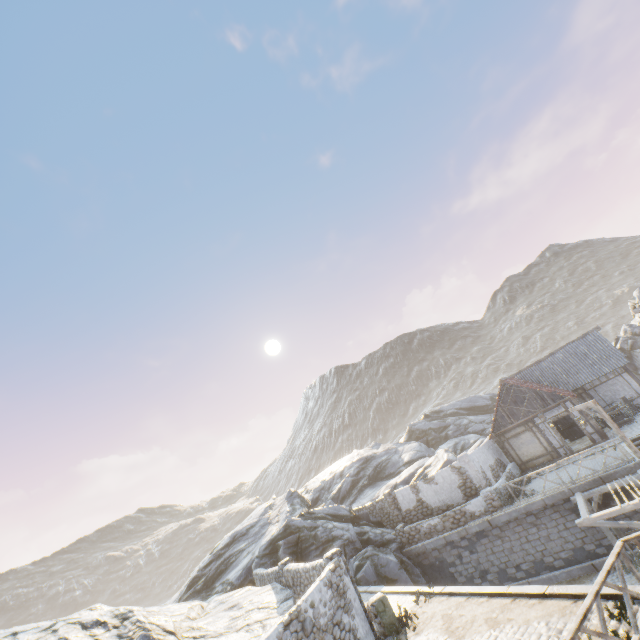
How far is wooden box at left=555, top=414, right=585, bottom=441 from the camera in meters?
23.9

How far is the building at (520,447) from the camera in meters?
21.5 m

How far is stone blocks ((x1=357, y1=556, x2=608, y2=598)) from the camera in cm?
904

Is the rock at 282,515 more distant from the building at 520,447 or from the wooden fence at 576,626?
the wooden fence at 576,626

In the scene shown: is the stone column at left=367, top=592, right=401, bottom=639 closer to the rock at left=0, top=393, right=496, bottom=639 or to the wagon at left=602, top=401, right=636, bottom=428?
the rock at left=0, top=393, right=496, bottom=639

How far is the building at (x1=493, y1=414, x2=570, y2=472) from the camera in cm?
2145

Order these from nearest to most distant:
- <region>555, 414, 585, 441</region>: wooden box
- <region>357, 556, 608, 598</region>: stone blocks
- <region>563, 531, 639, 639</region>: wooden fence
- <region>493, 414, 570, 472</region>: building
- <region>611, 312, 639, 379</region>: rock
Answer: <region>563, 531, 639, 639</region>: wooden fence, <region>357, 556, 608, 598</region>: stone blocks, <region>493, 414, 570, 472</region>: building, <region>555, 414, 585, 441</region>: wooden box, <region>611, 312, 639, 379</region>: rock

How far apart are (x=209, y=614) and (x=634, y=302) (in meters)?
43.51
